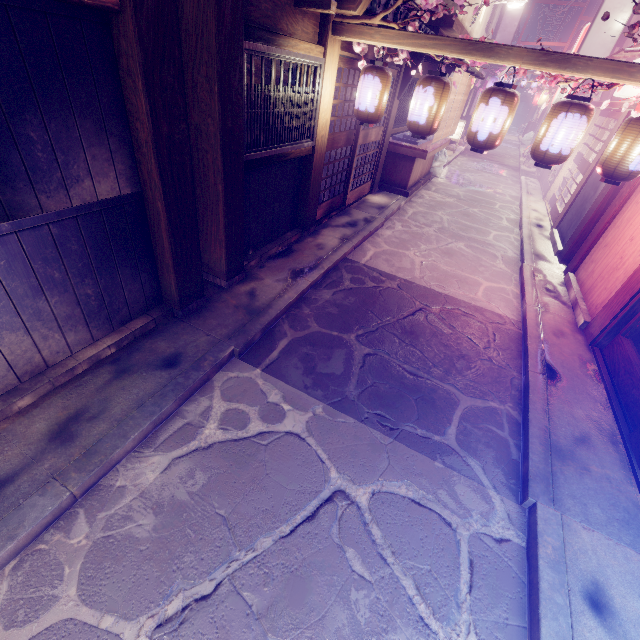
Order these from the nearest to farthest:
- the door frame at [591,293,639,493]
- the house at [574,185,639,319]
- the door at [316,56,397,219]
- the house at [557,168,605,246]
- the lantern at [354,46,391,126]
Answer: the door frame at [591,293,639,493], the lantern at [354,46,391,126], the house at [574,185,639,319], the door at [316,56,397,219], the house at [557,168,605,246]

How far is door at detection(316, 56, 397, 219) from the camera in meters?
10.5 m

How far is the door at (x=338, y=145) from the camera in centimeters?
1051cm

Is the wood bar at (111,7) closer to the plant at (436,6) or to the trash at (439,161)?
Result: the plant at (436,6)

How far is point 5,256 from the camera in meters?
4.3

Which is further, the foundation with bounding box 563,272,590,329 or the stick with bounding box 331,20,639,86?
the foundation with bounding box 563,272,590,329

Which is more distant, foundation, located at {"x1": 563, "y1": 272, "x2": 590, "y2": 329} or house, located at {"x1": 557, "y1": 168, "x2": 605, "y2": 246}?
house, located at {"x1": 557, "y1": 168, "x2": 605, "y2": 246}

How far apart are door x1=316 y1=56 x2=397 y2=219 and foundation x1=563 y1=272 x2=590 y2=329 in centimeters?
893cm
